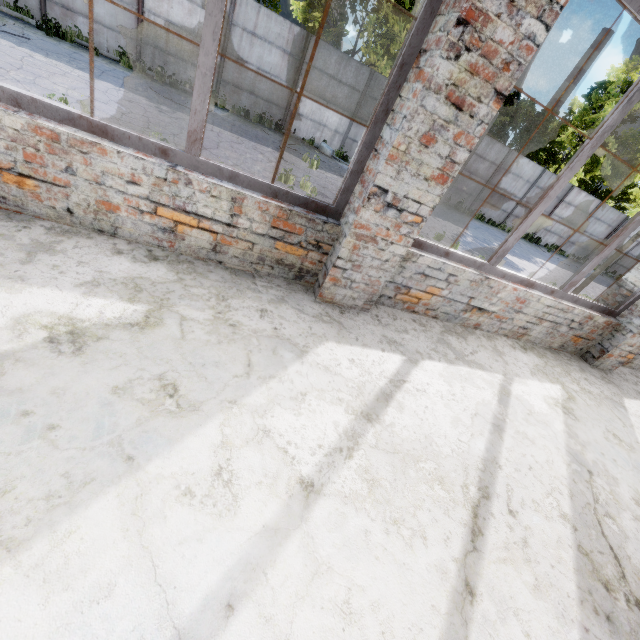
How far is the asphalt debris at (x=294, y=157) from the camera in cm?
1148

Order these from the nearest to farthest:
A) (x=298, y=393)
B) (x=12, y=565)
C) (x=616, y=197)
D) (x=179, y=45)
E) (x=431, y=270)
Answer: (x=12, y=565) < (x=298, y=393) < (x=431, y=270) < (x=179, y=45) < (x=616, y=197)

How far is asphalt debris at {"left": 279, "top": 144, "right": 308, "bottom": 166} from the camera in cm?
1148
